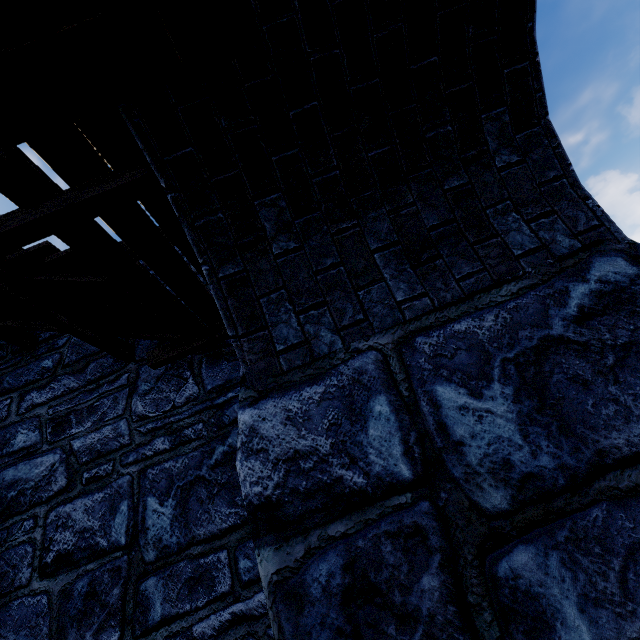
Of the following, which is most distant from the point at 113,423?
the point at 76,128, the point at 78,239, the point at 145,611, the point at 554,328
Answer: the point at 554,328
